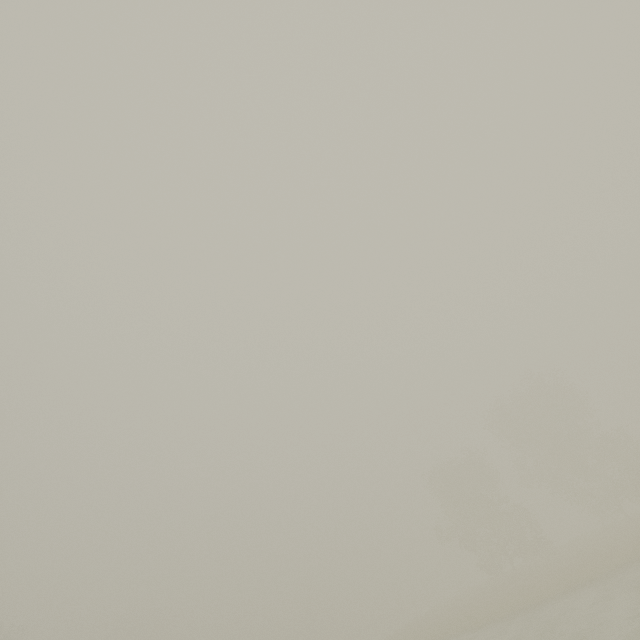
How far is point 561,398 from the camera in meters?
38.2
